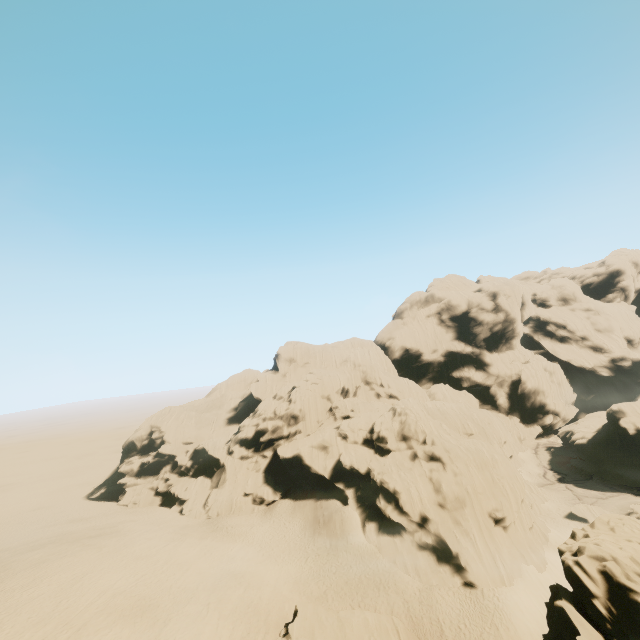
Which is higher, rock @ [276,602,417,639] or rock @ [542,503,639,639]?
rock @ [542,503,639,639]

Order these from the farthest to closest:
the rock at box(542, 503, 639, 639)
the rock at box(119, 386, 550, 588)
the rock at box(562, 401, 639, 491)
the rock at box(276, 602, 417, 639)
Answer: the rock at box(562, 401, 639, 491)
the rock at box(119, 386, 550, 588)
the rock at box(276, 602, 417, 639)
the rock at box(542, 503, 639, 639)

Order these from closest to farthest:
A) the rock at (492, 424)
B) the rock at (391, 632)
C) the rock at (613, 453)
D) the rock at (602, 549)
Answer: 1. the rock at (602, 549)
2. the rock at (391, 632)
3. the rock at (492, 424)
4. the rock at (613, 453)

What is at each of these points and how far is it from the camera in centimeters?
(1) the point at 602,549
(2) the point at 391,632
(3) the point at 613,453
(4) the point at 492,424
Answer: (1) rock, 1520cm
(2) rock, 1947cm
(3) rock, 5100cm
(4) rock, 5966cm

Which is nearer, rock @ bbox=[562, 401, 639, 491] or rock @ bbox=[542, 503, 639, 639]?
rock @ bbox=[542, 503, 639, 639]

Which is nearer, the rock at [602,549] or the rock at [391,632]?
the rock at [602,549]
